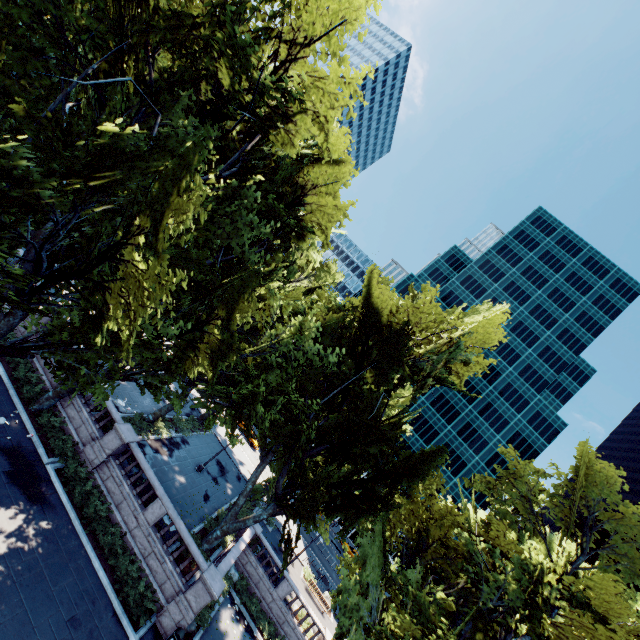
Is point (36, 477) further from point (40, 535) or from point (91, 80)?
point (91, 80)

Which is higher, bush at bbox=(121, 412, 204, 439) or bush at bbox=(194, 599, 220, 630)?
bush at bbox=(121, 412, 204, 439)

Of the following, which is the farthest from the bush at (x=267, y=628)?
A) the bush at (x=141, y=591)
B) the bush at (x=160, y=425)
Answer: the bush at (x=160, y=425)

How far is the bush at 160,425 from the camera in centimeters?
2441cm

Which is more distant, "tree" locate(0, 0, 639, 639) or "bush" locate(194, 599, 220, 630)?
"bush" locate(194, 599, 220, 630)

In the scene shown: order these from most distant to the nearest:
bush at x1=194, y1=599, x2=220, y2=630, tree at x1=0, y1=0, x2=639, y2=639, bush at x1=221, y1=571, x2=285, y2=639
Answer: bush at x1=221, y1=571, x2=285, y2=639 → bush at x1=194, y1=599, x2=220, y2=630 → tree at x1=0, y1=0, x2=639, y2=639

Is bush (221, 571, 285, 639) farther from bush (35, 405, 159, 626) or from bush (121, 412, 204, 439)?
bush (121, 412, 204, 439)

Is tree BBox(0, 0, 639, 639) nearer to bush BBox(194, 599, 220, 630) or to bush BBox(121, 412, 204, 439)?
bush BBox(121, 412, 204, 439)
